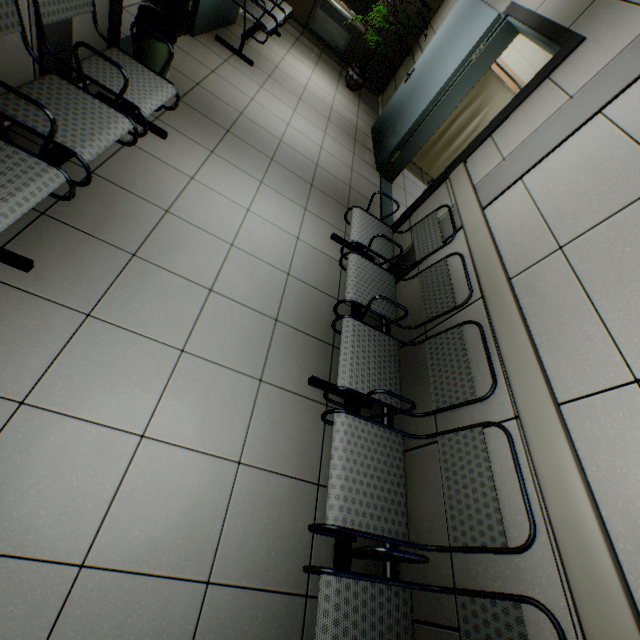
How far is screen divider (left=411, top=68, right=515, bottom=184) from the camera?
4.60m

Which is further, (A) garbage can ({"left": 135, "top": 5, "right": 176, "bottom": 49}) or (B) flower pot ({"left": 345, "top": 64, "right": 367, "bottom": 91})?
(B) flower pot ({"left": 345, "top": 64, "right": 367, "bottom": 91})

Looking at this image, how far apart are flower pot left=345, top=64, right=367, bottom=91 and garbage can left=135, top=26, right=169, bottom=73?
4.6m

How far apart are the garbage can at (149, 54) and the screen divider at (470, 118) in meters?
3.7

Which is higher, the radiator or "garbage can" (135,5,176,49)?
"garbage can" (135,5,176,49)

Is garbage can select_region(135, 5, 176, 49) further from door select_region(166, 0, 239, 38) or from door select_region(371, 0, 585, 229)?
door select_region(371, 0, 585, 229)

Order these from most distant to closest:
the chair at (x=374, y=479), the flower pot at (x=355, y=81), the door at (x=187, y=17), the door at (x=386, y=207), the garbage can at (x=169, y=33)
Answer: the flower pot at (x=355, y=81) → the door at (x=386, y=207) → the door at (x=187, y=17) → the garbage can at (x=169, y=33) → the chair at (x=374, y=479)

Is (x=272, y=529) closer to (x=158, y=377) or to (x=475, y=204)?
(x=158, y=377)
